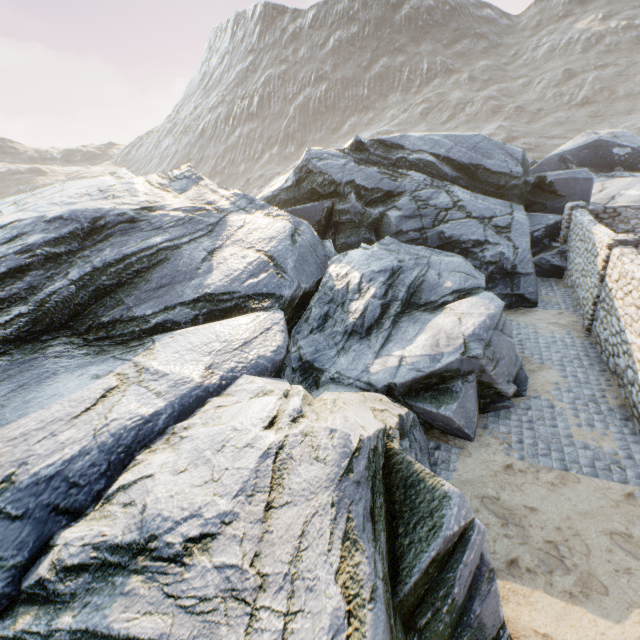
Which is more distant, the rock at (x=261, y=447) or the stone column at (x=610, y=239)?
the stone column at (x=610, y=239)

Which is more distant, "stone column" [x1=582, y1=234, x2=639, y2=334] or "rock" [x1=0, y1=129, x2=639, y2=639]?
"stone column" [x1=582, y1=234, x2=639, y2=334]

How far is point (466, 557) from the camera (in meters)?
3.73
